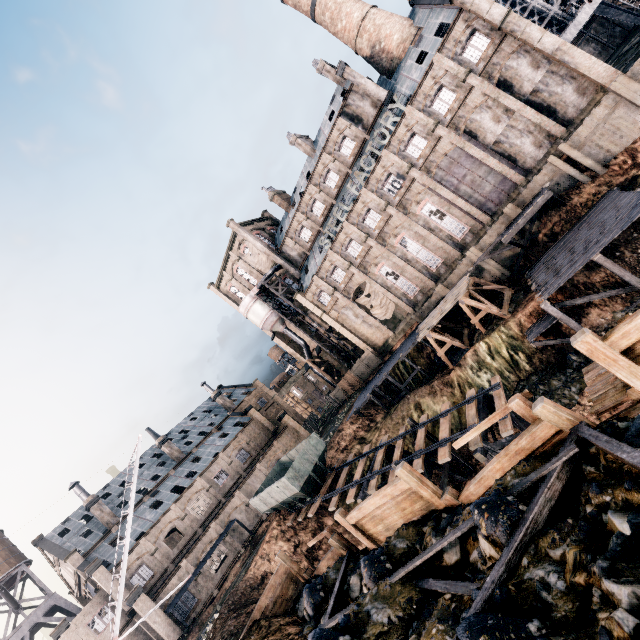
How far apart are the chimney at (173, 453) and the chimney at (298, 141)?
48.4 meters

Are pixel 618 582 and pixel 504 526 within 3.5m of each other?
yes

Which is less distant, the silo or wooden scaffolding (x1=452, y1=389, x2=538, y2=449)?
wooden scaffolding (x1=452, y1=389, x2=538, y2=449)

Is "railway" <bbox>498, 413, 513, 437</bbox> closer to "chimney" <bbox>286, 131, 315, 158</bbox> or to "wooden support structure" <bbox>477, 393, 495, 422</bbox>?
"wooden support structure" <bbox>477, 393, 495, 422</bbox>

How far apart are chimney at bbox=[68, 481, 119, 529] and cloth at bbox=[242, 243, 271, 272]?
39.47m

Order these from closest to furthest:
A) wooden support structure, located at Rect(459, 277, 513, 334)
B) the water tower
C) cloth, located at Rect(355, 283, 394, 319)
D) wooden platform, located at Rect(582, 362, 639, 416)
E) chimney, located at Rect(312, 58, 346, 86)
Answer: wooden platform, located at Rect(582, 362, 639, 416) < wooden support structure, located at Rect(459, 277, 513, 334) < the water tower < chimney, located at Rect(312, 58, 346, 86) < cloth, located at Rect(355, 283, 394, 319)

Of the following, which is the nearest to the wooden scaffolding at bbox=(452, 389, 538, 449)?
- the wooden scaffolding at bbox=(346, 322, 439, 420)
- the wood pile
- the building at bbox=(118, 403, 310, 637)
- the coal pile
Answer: the wood pile

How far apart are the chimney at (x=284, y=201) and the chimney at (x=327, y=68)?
16.8m
